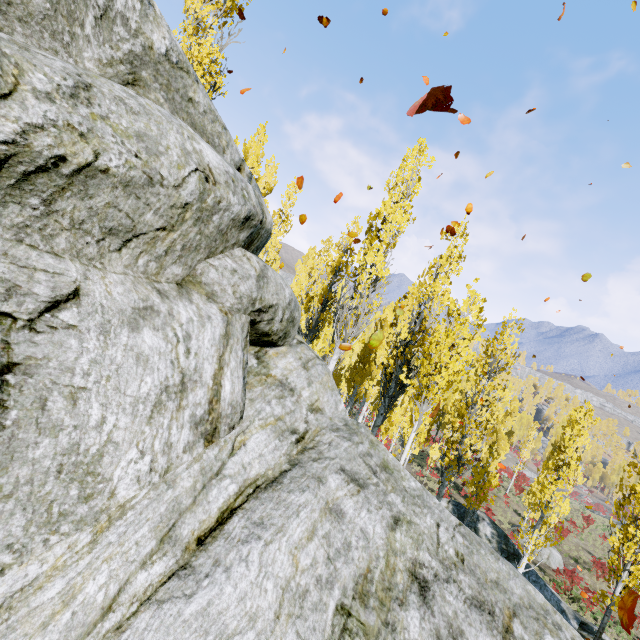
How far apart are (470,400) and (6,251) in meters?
15.9

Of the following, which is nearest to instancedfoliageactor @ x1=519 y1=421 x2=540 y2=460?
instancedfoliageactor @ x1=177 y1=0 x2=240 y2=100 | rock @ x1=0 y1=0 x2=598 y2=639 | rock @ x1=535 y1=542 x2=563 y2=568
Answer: rock @ x1=0 y1=0 x2=598 y2=639

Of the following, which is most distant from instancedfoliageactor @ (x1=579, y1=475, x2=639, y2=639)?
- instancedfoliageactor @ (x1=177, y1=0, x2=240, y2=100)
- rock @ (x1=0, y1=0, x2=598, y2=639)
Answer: instancedfoliageactor @ (x1=177, y1=0, x2=240, y2=100)

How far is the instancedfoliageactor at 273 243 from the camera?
16.23m

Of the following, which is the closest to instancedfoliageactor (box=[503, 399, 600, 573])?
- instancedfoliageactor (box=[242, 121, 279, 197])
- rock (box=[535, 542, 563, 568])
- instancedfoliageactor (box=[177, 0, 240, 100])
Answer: instancedfoliageactor (box=[242, 121, 279, 197])

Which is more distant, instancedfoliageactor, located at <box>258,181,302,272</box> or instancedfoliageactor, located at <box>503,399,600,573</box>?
instancedfoliageactor, located at <box>258,181,302,272</box>

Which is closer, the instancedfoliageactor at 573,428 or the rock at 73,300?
the rock at 73,300

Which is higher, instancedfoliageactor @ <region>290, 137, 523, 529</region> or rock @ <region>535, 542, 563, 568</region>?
instancedfoliageactor @ <region>290, 137, 523, 529</region>
